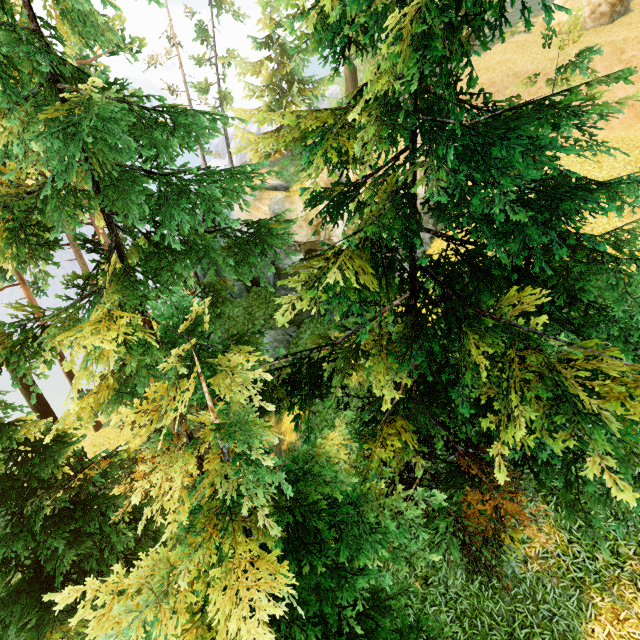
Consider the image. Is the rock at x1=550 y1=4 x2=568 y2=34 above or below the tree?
above

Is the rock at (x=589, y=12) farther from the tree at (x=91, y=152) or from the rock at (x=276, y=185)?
the rock at (x=276, y=185)

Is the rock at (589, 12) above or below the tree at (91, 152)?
above

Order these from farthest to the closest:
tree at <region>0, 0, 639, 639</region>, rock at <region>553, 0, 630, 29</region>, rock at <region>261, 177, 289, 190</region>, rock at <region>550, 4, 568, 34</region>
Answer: rock at <region>261, 177, 289, 190</region>, rock at <region>550, 4, 568, 34</region>, rock at <region>553, 0, 630, 29</region>, tree at <region>0, 0, 639, 639</region>

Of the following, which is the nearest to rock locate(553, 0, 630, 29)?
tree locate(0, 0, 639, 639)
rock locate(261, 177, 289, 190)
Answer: tree locate(0, 0, 639, 639)

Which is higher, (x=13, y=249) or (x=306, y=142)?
(x=306, y=142)

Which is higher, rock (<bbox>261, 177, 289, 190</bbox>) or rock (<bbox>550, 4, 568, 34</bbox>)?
rock (<bbox>550, 4, 568, 34</bbox>)
